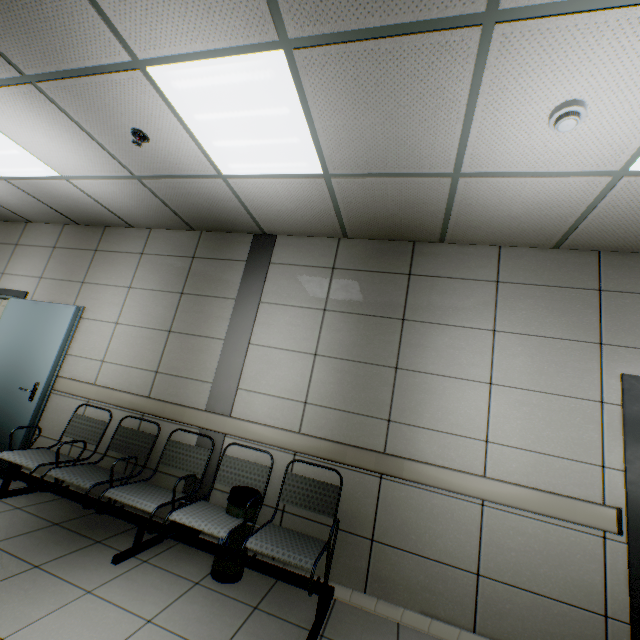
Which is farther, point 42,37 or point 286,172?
point 286,172

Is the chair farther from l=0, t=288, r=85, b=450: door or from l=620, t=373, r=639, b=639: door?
l=620, t=373, r=639, b=639: door

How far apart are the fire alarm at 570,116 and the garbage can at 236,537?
3.3 meters

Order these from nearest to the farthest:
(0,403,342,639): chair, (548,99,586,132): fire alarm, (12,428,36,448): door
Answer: (548,99,586,132): fire alarm, (0,403,342,639): chair, (12,428,36,448): door

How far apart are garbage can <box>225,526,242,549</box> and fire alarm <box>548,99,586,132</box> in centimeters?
334cm

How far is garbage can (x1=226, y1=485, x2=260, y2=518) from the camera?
2.6 meters

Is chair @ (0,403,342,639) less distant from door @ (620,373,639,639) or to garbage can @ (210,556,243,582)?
garbage can @ (210,556,243,582)

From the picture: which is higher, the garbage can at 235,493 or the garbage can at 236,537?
the garbage can at 235,493
